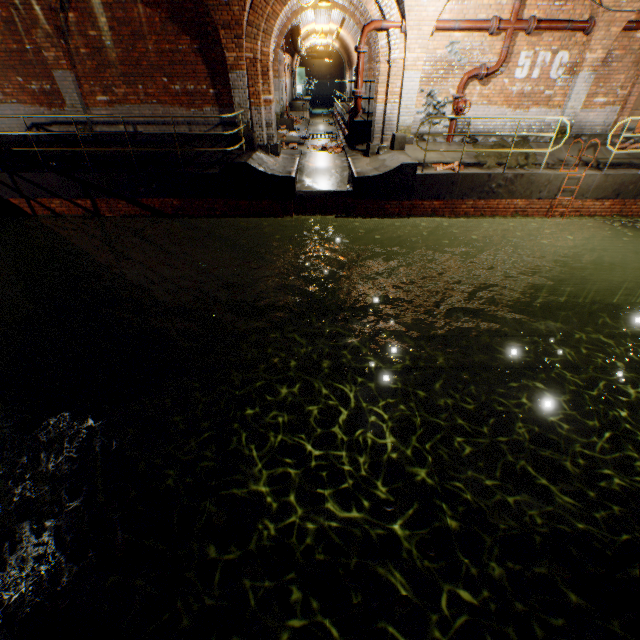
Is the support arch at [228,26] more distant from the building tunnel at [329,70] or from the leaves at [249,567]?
the leaves at [249,567]

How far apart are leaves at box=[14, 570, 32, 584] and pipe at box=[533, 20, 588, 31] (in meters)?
14.12

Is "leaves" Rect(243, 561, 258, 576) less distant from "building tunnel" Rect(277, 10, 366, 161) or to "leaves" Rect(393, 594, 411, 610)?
"leaves" Rect(393, 594, 411, 610)

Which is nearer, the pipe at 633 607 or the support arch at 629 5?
the pipe at 633 607

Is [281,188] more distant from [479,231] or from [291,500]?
[291,500]

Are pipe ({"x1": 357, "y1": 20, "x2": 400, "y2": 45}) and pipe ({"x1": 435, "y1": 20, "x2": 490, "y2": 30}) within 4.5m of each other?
yes

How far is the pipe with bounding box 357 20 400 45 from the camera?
8.54m

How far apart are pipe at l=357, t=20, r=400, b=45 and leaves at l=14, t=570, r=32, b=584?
12.0m
